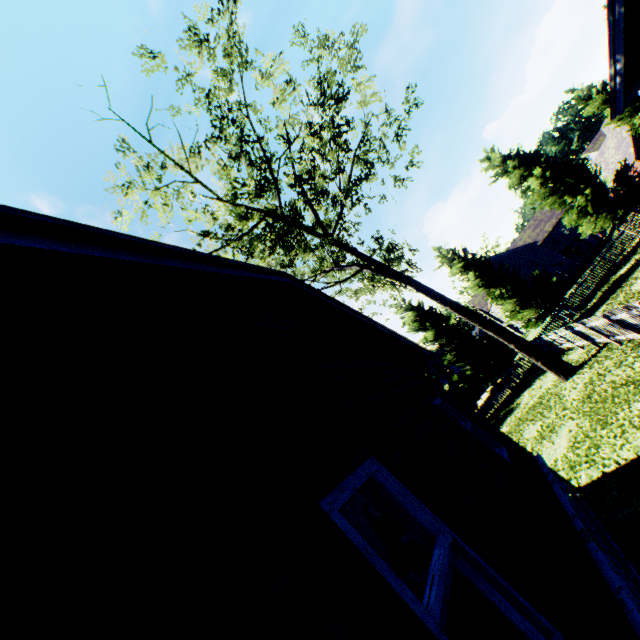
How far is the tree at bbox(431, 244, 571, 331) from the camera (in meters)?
26.03

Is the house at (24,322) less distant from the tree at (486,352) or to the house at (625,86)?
the tree at (486,352)

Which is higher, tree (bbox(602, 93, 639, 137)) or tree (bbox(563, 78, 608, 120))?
tree (bbox(563, 78, 608, 120))

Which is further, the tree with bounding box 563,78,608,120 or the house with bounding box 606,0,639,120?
the tree with bounding box 563,78,608,120

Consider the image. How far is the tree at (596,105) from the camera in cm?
2625

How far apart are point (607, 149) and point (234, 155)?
53.1 meters

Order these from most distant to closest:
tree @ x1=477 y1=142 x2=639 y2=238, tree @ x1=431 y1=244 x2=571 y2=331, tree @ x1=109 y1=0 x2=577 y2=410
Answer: tree @ x1=431 y1=244 x2=571 y2=331 < tree @ x1=477 y1=142 x2=639 y2=238 < tree @ x1=109 y1=0 x2=577 y2=410

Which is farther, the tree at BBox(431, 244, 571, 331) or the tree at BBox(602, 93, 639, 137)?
the tree at BBox(431, 244, 571, 331)
